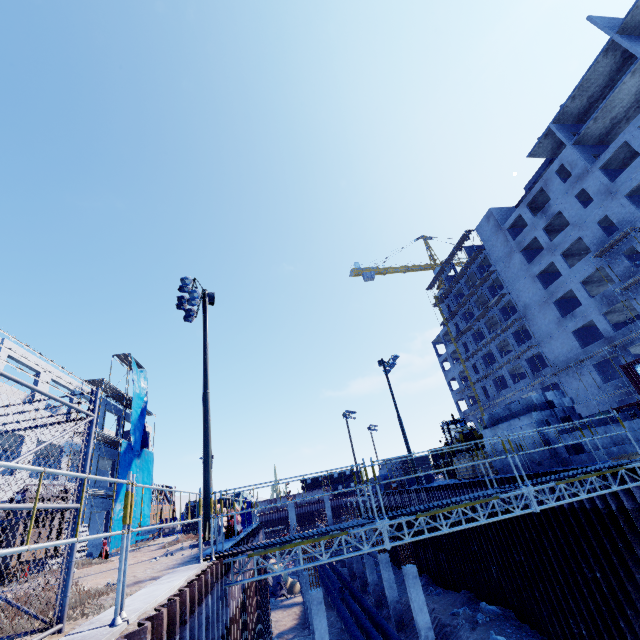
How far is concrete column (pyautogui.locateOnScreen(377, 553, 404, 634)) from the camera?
19.3 meters

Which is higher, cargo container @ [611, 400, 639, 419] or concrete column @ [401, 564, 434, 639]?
cargo container @ [611, 400, 639, 419]

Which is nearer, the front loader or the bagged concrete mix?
the bagged concrete mix

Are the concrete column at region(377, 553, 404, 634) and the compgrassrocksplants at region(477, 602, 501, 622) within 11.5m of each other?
yes

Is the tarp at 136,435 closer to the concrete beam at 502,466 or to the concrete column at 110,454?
the concrete column at 110,454

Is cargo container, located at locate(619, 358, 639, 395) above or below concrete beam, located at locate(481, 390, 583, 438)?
above

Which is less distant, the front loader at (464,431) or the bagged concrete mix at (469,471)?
the bagged concrete mix at (469,471)

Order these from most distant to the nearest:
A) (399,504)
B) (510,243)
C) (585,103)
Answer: (510,243)
(585,103)
(399,504)
